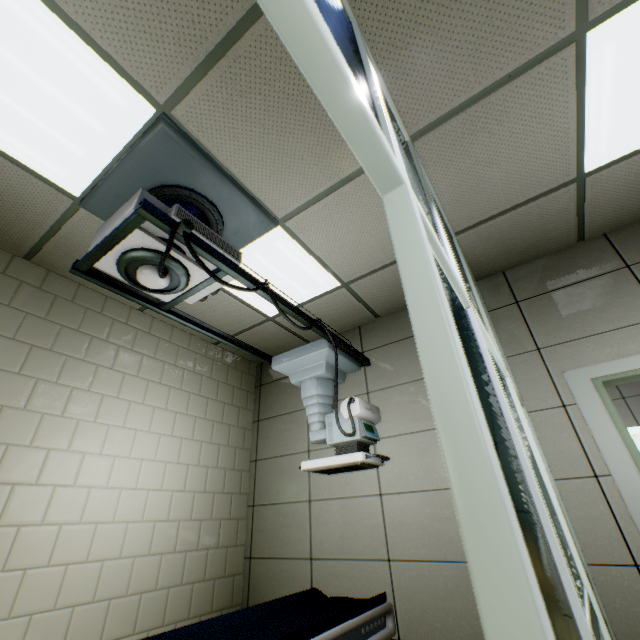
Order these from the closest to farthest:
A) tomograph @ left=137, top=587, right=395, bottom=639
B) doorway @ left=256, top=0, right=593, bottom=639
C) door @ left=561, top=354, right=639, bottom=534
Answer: doorway @ left=256, top=0, right=593, bottom=639
tomograph @ left=137, top=587, right=395, bottom=639
door @ left=561, top=354, right=639, bottom=534

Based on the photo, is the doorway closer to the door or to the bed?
the bed

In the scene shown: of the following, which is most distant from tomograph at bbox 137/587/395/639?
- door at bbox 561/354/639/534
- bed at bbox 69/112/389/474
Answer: door at bbox 561/354/639/534

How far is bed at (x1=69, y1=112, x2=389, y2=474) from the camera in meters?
1.8 m

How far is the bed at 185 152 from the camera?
1.8 meters

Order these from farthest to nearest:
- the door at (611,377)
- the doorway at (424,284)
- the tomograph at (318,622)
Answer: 1. the door at (611,377)
2. the tomograph at (318,622)
3. the doorway at (424,284)

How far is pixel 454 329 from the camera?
0.6 meters
